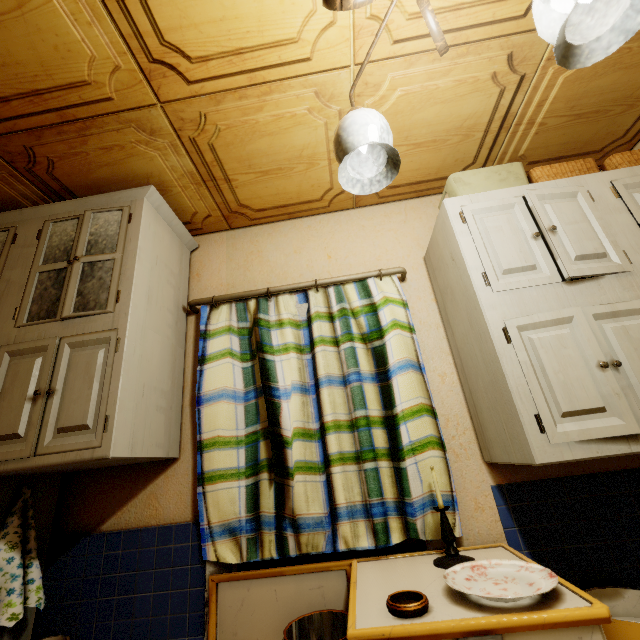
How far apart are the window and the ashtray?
0.6m

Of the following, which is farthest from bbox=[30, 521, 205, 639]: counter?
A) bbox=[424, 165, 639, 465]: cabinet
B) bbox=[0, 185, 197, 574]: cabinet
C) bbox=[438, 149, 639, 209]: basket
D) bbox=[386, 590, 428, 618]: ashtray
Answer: bbox=[438, 149, 639, 209]: basket

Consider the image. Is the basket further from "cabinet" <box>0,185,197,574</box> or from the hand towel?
the hand towel

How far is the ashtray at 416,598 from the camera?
0.8 meters

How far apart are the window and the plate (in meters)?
0.40

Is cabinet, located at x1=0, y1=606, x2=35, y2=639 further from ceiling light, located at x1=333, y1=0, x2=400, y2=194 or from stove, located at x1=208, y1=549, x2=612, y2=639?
ceiling light, located at x1=333, y1=0, x2=400, y2=194

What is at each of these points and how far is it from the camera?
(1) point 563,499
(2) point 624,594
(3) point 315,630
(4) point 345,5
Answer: (1) counter, 1.4 meters
(2) cooking pot, 1.1 meters
(3) pot, 1.2 meters
(4) ceiling light, 0.9 meters

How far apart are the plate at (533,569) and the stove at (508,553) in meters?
0.0 m
